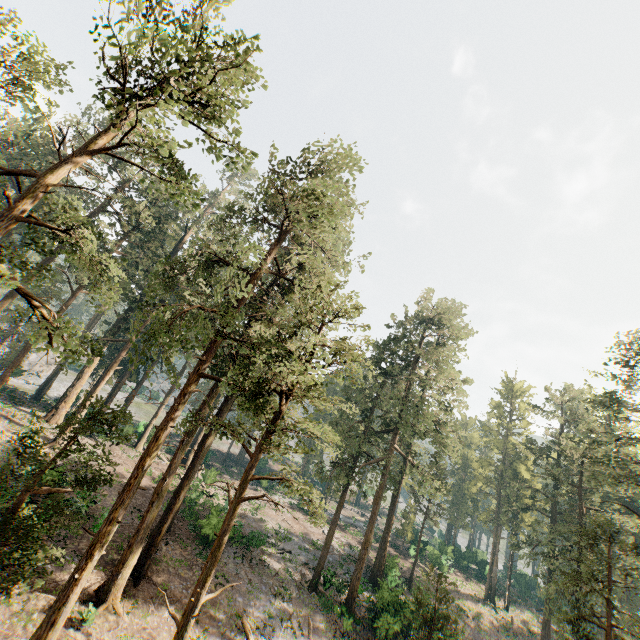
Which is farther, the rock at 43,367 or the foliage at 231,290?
the rock at 43,367

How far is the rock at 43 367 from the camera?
55.5m

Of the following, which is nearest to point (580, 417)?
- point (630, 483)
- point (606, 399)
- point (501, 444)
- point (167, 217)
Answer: point (606, 399)

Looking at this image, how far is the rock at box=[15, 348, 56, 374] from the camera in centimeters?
5550cm

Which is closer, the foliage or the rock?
the foliage
